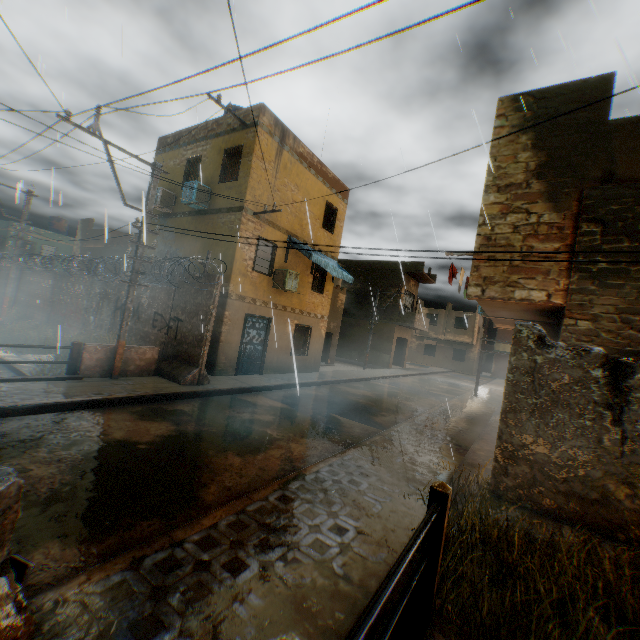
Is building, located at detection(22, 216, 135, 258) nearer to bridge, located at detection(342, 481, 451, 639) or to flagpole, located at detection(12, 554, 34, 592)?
bridge, located at detection(342, 481, 451, 639)

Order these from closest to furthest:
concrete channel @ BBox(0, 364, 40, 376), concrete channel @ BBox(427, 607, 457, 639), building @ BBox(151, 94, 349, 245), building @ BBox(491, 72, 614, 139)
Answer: concrete channel @ BBox(427, 607, 457, 639)
building @ BBox(491, 72, 614, 139)
concrete channel @ BBox(0, 364, 40, 376)
building @ BBox(151, 94, 349, 245)

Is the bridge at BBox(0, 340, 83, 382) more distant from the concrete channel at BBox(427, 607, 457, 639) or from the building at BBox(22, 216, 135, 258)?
the building at BBox(22, 216, 135, 258)

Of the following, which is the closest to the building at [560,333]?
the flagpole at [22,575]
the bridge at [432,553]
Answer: the bridge at [432,553]

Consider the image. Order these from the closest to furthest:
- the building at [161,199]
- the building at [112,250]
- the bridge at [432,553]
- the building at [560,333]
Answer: the bridge at [432,553], the building at [560,333], the building at [161,199], the building at [112,250]

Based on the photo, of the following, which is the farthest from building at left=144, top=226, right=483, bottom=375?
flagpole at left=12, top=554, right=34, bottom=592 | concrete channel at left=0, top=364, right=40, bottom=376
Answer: flagpole at left=12, top=554, right=34, bottom=592

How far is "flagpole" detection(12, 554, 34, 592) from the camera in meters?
2.2

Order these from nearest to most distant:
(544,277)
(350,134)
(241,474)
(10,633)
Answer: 1. (10,633)
2. (241,474)
3. (544,277)
4. (350,134)
